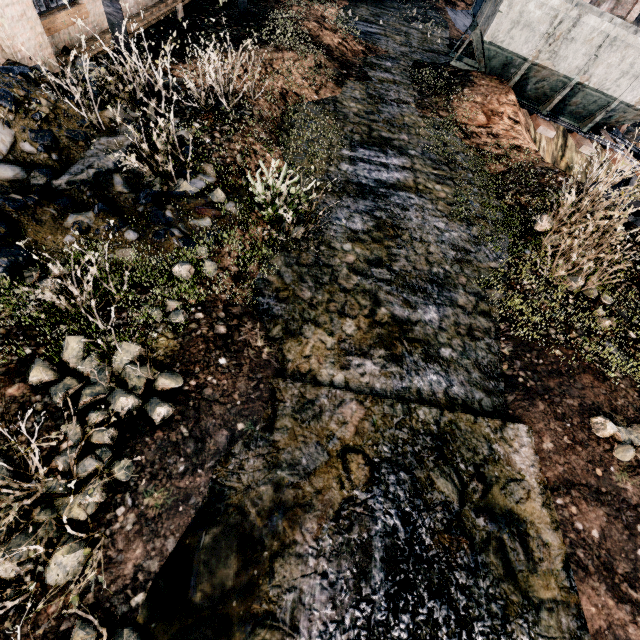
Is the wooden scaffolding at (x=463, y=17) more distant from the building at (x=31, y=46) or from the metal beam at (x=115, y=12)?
the metal beam at (x=115, y=12)

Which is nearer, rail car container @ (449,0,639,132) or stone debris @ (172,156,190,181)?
stone debris @ (172,156,190,181)

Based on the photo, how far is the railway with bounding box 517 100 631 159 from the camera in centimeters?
A: 1340cm

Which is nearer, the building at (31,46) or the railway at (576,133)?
the building at (31,46)

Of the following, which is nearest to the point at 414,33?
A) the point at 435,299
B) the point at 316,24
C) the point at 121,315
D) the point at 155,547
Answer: the point at 316,24

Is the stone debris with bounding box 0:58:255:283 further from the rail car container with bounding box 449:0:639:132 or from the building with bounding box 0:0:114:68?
the rail car container with bounding box 449:0:639:132

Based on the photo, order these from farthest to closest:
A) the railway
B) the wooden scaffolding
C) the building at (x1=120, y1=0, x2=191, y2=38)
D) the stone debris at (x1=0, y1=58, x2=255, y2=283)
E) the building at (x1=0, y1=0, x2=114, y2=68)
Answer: the wooden scaffolding
the railway
the building at (x1=120, y1=0, x2=191, y2=38)
the building at (x1=0, y1=0, x2=114, y2=68)
the stone debris at (x1=0, y1=58, x2=255, y2=283)

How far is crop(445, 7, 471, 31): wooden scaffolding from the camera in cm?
2273
